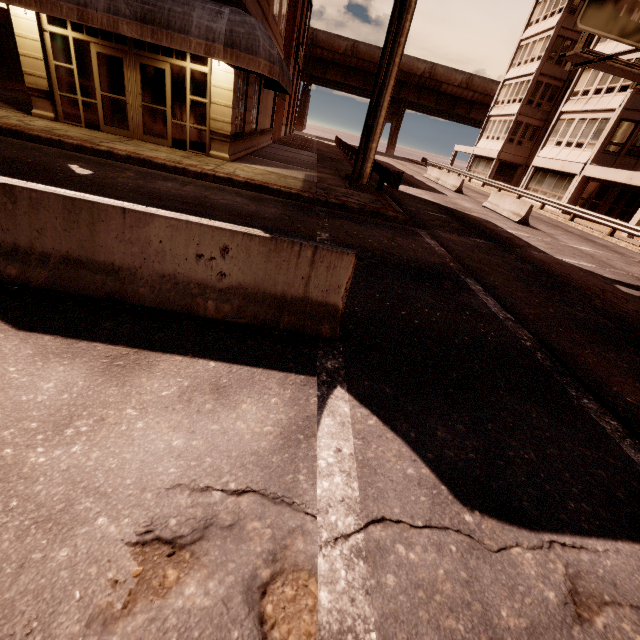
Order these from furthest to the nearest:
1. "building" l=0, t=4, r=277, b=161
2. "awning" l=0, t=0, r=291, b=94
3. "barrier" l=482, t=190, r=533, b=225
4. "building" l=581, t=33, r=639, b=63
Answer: "building" l=581, t=33, r=639, b=63 < "barrier" l=482, t=190, r=533, b=225 < "building" l=0, t=4, r=277, b=161 < "awning" l=0, t=0, r=291, b=94

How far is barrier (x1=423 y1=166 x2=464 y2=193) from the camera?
23.6 meters

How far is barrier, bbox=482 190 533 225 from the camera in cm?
1617

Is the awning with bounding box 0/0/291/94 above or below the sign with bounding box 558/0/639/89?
below

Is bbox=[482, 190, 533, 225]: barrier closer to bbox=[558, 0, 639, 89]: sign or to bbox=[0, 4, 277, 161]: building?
bbox=[558, 0, 639, 89]: sign

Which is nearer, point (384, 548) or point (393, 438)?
point (384, 548)

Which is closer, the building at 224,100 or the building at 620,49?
the building at 224,100

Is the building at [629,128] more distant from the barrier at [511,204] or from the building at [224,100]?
the building at [224,100]
